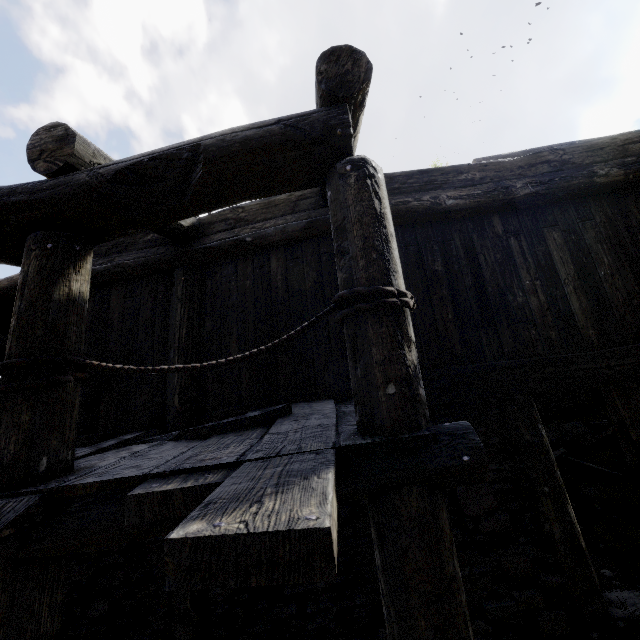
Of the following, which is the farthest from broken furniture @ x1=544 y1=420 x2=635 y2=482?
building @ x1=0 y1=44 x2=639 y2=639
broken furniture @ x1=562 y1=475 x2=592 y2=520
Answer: building @ x1=0 y1=44 x2=639 y2=639

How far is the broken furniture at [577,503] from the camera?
4.8 meters

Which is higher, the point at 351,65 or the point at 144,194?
the point at 351,65

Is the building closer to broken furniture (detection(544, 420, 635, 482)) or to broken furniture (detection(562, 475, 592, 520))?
broken furniture (detection(562, 475, 592, 520))

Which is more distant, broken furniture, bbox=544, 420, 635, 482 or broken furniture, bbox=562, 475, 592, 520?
broken furniture, bbox=544, 420, 635, 482

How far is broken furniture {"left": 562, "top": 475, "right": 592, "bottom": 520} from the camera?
4.8m

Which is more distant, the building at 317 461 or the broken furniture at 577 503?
the broken furniture at 577 503
